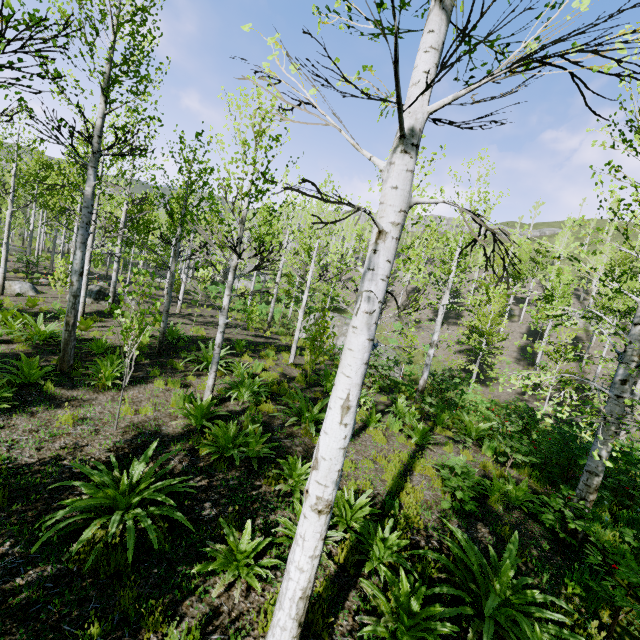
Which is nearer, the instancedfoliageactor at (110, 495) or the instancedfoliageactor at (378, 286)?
the instancedfoliageactor at (378, 286)

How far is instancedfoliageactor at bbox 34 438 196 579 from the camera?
3.54m

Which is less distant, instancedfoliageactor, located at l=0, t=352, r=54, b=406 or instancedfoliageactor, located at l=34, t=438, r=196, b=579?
instancedfoliageactor, located at l=34, t=438, r=196, b=579

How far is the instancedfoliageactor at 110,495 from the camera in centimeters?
354cm

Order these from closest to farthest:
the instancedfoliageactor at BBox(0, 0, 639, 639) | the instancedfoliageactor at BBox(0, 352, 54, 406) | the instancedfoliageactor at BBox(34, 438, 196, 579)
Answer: the instancedfoliageactor at BBox(0, 0, 639, 639), the instancedfoliageactor at BBox(34, 438, 196, 579), the instancedfoliageactor at BBox(0, 352, 54, 406)

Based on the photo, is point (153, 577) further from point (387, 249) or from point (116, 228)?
point (116, 228)
